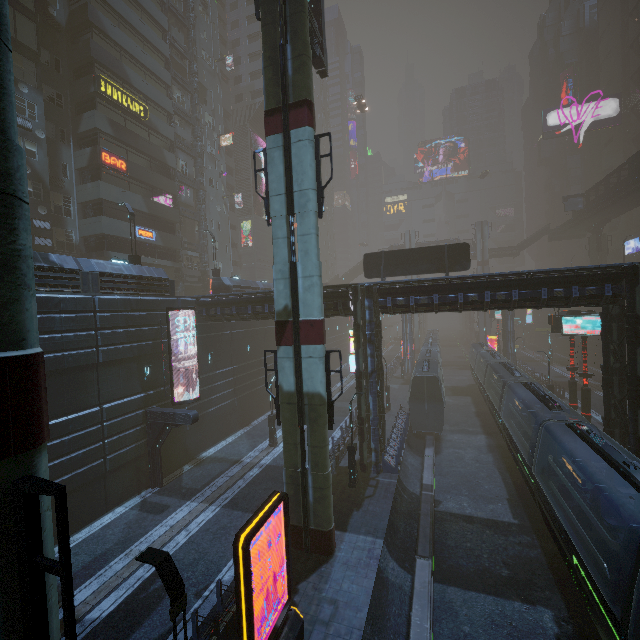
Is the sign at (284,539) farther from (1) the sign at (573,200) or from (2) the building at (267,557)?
(1) the sign at (573,200)

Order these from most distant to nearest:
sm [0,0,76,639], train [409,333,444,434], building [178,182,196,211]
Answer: building [178,182,196,211]
train [409,333,444,434]
sm [0,0,76,639]

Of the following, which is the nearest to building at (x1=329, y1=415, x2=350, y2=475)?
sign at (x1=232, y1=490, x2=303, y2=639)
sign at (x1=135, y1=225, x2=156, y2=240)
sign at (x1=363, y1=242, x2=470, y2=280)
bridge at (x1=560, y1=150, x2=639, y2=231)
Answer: sign at (x1=135, y1=225, x2=156, y2=240)

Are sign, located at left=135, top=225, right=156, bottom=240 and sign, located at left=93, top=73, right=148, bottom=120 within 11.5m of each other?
yes

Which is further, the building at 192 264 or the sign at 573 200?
the sign at 573 200

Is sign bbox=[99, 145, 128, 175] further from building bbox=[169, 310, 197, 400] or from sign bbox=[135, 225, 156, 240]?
sign bbox=[135, 225, 156, 240]

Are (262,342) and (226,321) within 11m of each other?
yes

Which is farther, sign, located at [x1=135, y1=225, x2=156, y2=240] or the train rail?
sign, located at [x1=135, y1=225, x2=156, y2=240]
